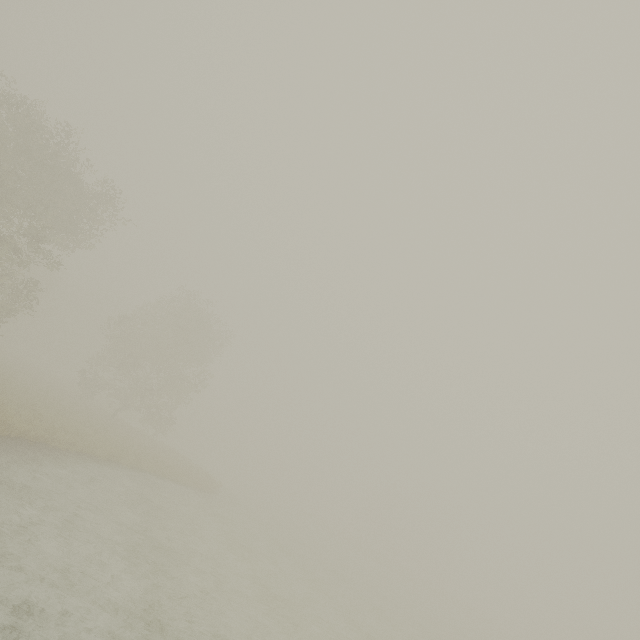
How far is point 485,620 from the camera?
55.1m
